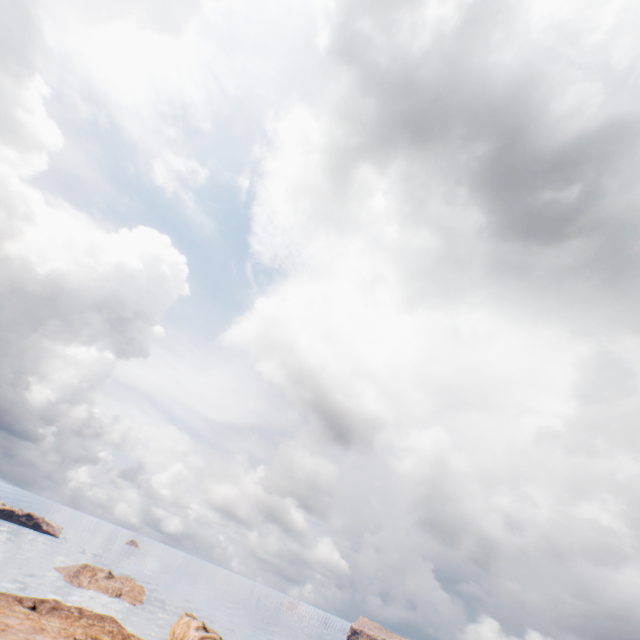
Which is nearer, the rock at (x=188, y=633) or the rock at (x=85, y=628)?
the rock at (x=85, y=628)

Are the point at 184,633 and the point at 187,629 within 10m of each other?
yes

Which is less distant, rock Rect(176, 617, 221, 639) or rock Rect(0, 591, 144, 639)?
rock Rect(0, 591, 144, 639)
